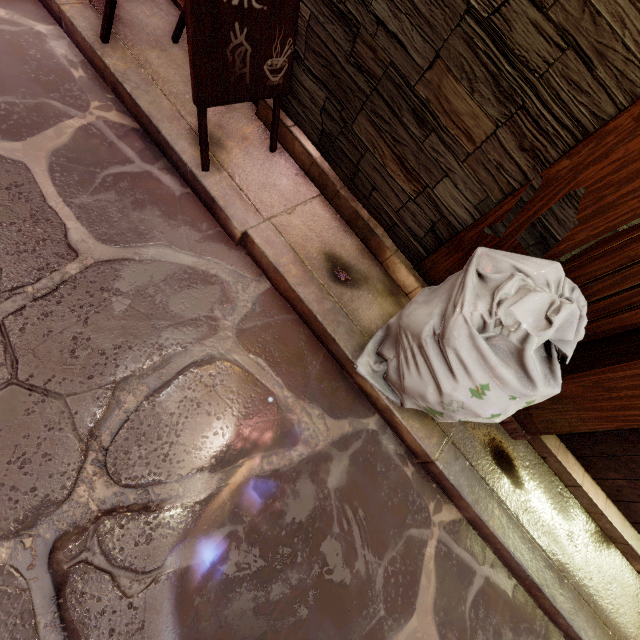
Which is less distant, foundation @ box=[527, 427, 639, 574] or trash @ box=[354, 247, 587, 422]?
trash @ box=[354, 247, 587, 422]

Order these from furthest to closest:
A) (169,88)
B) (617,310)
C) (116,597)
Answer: (169,88) < (617,310) < (116,597)

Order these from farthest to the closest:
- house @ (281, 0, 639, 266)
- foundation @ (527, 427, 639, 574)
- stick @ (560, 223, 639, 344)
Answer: foundation @ (527, 427, 639, 574)
stick @ (560, 223, 639, 344)
house @ (281, 0, 639, 266)

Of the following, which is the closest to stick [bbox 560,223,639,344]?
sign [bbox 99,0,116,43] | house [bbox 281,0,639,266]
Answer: house [bbox 281,0,639,266]

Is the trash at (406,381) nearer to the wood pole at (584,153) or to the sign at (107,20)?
the wood pole at (584,153)

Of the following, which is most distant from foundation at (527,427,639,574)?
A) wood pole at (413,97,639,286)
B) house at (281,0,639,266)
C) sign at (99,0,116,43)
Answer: sign at (99,0,116,43)

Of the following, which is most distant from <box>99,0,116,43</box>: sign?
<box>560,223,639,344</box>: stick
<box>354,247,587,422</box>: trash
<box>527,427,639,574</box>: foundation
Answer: <box>527,427,639,574</box>: foundation

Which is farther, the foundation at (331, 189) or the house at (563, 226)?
the foundation at (331, 189)
